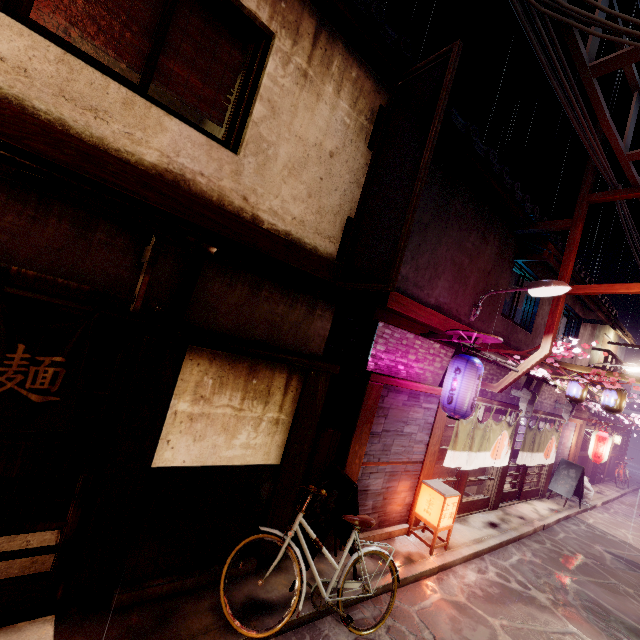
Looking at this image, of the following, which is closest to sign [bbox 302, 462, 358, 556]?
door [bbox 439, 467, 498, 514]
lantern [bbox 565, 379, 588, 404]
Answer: door [bbox 439, 467, 498, 514]

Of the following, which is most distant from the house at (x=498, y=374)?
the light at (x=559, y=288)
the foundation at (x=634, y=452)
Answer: the foundation at (x=634, y=452)

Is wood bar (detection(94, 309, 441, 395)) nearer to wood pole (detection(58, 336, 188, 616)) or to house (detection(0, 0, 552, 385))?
wood pole (detection(58, 336, 188, 616))

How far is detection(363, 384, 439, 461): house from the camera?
10.2 meters

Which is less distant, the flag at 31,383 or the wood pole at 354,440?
the flag at 31,383

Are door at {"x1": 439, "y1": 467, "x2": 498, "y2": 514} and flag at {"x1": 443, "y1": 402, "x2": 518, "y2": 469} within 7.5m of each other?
yes

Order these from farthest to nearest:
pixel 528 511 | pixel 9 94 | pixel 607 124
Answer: pixel 528 511 → pixel 607 124 → pixel 9 94

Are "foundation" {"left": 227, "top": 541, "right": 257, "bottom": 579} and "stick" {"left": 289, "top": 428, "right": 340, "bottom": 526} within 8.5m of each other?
yes
